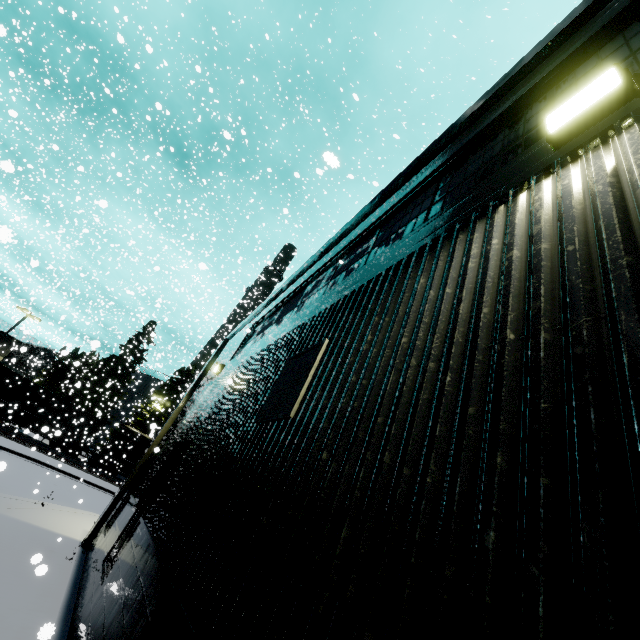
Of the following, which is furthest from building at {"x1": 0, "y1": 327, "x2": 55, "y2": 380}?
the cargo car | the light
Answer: the cargo car

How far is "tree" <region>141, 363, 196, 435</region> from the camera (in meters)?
34.07

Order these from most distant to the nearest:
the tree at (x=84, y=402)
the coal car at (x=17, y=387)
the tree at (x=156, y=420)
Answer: the tree at (x=84, y=402)
the tree at (x=156, y=420)
the coal car at (x=17, y=387)

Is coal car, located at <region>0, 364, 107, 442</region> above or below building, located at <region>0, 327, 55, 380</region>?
below

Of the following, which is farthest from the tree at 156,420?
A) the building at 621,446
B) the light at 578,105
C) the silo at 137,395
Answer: the light at 578,105

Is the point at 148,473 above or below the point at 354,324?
below

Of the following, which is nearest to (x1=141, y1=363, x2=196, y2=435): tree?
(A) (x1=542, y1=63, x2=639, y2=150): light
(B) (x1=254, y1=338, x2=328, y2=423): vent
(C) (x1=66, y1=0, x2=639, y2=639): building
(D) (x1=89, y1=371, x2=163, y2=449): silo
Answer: (D) (x1=89, y1=371, x2=163, y2=449): silo
